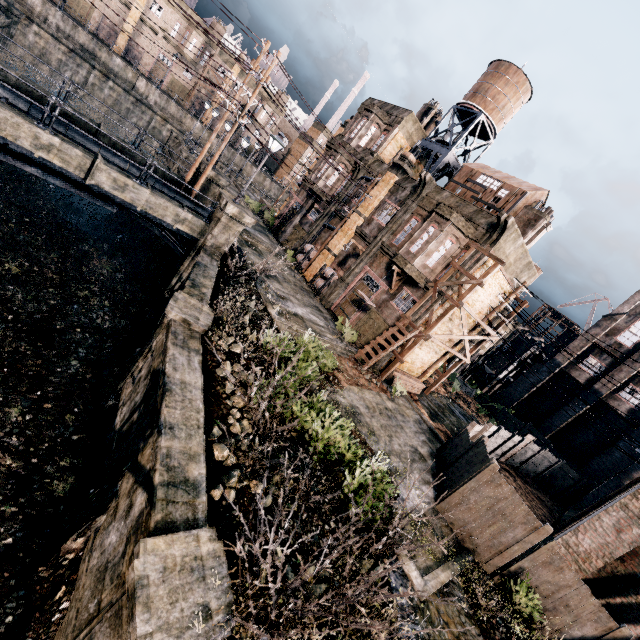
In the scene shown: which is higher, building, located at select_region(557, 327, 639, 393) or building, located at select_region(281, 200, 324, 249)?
building, located at select_region(557, 327, 639, 393)

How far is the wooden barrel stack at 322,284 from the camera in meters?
25.9 m

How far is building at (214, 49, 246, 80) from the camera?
56.6 meters

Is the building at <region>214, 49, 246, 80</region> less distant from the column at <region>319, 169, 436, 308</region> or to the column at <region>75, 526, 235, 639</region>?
the column at <region>319, 169, 436, 308</region>

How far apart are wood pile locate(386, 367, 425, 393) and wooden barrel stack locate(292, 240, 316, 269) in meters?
13.0

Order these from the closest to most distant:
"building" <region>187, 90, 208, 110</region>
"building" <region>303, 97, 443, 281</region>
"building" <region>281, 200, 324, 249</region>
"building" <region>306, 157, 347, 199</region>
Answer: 1. "building" <region>303, 97, 443, 281</region>
2. "building" <region>306, 157, 347, 199</region>
3. "building" <region>281, 200, 324, 249</region>
4. "building" <region>187, 90, 208, 110</region>

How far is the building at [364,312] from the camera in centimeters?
2228cm

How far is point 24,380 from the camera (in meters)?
10.92
